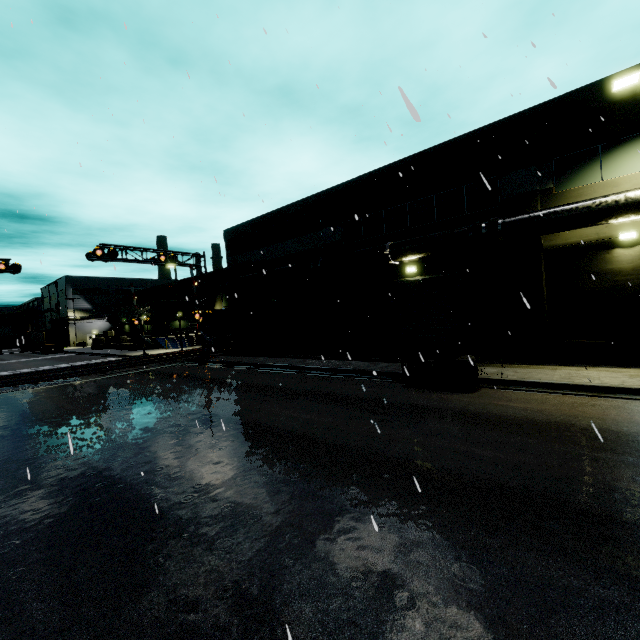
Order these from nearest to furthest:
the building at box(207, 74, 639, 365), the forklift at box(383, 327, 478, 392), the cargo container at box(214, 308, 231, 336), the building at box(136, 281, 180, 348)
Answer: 1. the forklift at box(383, 327, 478, 392)
2. the building at box(207, 74, 639, 365)
3. the cargo container at box(214, 308, 231, 336)
4. the building at box(136, 281, 180, 348)

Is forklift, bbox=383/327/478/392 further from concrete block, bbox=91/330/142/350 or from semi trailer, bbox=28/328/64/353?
semi trailer, bbox=28/328/64/353

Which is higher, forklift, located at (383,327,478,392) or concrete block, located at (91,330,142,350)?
concrete block, located at (91,330,142,350)

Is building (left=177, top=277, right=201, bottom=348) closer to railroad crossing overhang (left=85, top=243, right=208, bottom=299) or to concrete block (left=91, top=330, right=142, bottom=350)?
concrete block (left=91, top=330, right=142, bottom=350)

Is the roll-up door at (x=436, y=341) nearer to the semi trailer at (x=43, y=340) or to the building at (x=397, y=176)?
the building at (x=397, y=176)

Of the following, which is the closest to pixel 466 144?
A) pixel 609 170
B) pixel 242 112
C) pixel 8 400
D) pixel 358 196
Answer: pixel 609 170

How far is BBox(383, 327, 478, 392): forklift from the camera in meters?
11.2 m

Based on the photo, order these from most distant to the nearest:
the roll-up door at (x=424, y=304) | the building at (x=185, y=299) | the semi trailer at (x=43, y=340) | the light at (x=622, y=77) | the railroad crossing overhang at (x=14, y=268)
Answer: the semi trailer at (x=43, y=340) → the building at (x=185, y=299) → the railroad crossing overhang at (x=14, y=268) → the roll-up door at (x=424, y=304) → the light at (x=622, y=77)
